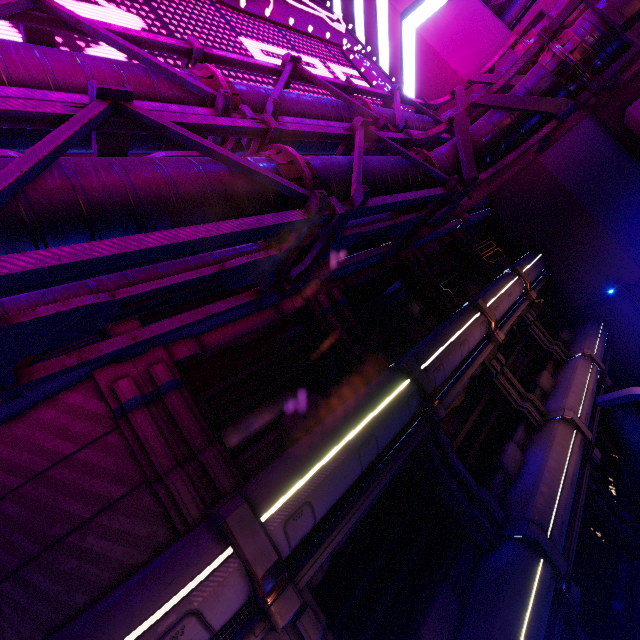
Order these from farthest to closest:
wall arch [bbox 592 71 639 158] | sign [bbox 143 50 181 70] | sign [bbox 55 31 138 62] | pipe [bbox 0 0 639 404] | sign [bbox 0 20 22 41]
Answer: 1. wall arch [bbox 592 71 639 158]
2. sign [bbox 143 50 181 70]
3. sign [bbox 55 31 138 62]
4. sign [bbox 0 20 22 41]
5. pipe [bbox 0 0 639 404]

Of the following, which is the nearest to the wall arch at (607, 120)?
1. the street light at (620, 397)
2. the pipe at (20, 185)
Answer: the pipe at (20, 185)

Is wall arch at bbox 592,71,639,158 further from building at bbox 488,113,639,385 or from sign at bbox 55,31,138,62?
sign at bbox 55,31,138,62

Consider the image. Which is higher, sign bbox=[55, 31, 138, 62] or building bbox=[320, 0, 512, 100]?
building bbox=[320, 0, 512, 100]

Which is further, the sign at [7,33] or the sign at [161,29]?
the sign at [161,29]

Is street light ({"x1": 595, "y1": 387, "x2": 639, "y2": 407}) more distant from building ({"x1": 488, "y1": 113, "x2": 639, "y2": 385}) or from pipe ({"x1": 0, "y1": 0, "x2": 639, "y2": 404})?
building ({"x1": 488, "y1": 113, "x2": 639, "y2": 385})

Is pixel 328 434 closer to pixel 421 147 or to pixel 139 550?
pixel 139 550

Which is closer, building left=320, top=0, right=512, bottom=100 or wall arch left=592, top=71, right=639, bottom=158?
wall arch left=592, top=71, right=639, bottom=158
